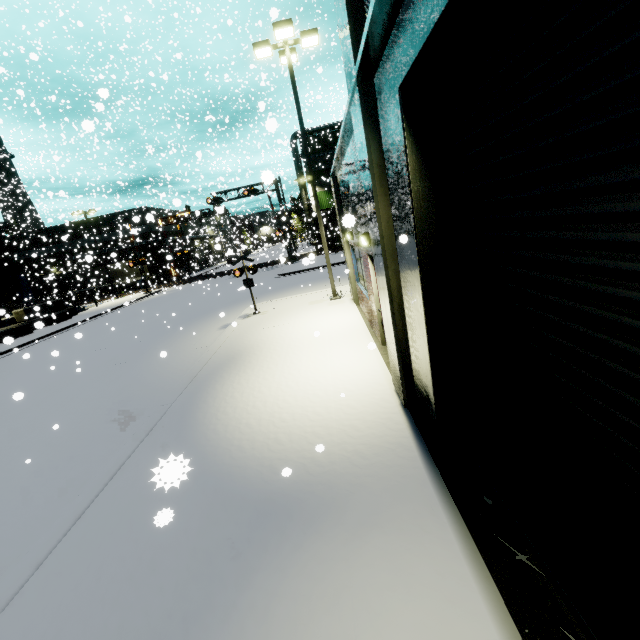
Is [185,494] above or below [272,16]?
below

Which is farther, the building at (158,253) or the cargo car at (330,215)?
the building at (158,253)

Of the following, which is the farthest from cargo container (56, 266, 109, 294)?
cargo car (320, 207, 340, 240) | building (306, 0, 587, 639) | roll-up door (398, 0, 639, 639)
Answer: roll-up door (398, 0, 639, 639)

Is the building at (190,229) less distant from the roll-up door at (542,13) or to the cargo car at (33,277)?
the roll-up door at (542,13)

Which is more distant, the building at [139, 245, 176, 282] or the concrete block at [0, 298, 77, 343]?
the building at [139, 245, 176, 282]

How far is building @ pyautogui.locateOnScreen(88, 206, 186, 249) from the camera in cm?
2970

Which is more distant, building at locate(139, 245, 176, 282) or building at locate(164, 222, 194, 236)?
building at locate(164, 222, 194, 236)

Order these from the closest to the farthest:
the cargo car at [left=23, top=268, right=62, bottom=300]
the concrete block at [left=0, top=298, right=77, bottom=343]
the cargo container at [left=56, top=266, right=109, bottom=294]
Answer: the concrete block at [left=0, top=298, right=77, bottom=343]
the cargo car at [left=23, top=268, right=62, bottom=300]
the cargo container at [left=56, top=266, right=109, bottom=294]
